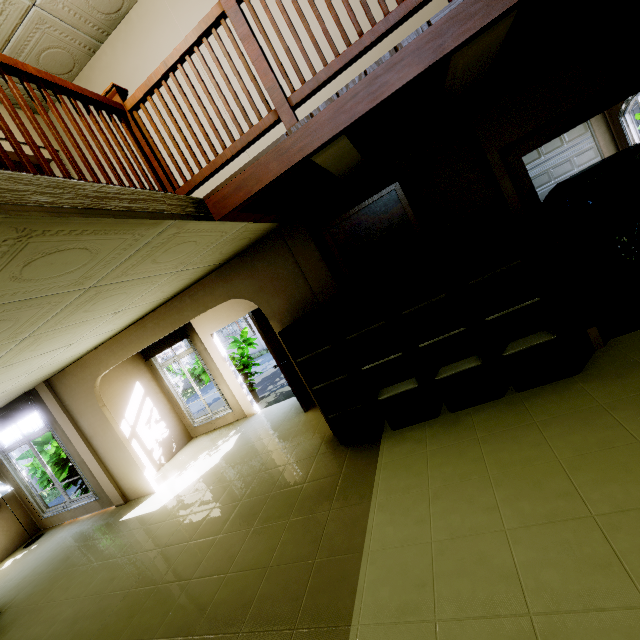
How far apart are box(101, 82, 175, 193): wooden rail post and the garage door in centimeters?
741cm

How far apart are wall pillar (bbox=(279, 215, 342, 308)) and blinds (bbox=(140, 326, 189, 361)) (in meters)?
4.44

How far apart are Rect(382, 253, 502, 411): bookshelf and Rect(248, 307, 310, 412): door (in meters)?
2.84

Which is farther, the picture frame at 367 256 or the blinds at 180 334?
the blinds at 180 334

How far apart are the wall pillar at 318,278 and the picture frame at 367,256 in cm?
16

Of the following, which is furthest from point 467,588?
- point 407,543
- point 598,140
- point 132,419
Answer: point 598,140

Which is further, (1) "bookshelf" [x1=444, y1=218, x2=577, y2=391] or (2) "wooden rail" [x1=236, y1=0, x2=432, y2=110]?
(1) "bookshelf" [x1=444, y1=218, x2=577, y2=391]

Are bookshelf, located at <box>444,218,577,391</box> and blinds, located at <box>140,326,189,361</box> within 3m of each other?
no
